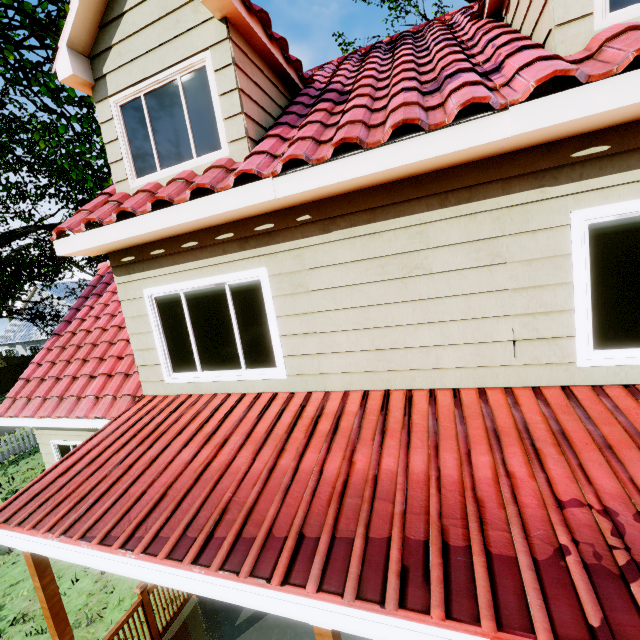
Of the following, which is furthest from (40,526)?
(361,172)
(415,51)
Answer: (415,51)

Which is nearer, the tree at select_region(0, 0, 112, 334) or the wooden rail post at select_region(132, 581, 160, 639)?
the wooden rail post at select_region(132, 581, 160, 639)

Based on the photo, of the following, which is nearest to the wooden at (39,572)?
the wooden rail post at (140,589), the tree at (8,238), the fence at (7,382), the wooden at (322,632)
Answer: the wooden rail post at (140,589)

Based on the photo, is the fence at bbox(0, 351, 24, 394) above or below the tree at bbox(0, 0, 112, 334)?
below

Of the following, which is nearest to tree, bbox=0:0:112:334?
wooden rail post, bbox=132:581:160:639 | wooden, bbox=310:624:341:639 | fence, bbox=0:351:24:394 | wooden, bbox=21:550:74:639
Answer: fence, bbox=0:351:24:394

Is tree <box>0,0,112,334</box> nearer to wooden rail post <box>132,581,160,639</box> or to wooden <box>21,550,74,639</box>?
wooden <box>21,550,74,639</box>

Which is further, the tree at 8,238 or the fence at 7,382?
the fence at 7,382

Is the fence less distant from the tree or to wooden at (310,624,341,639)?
the tree
